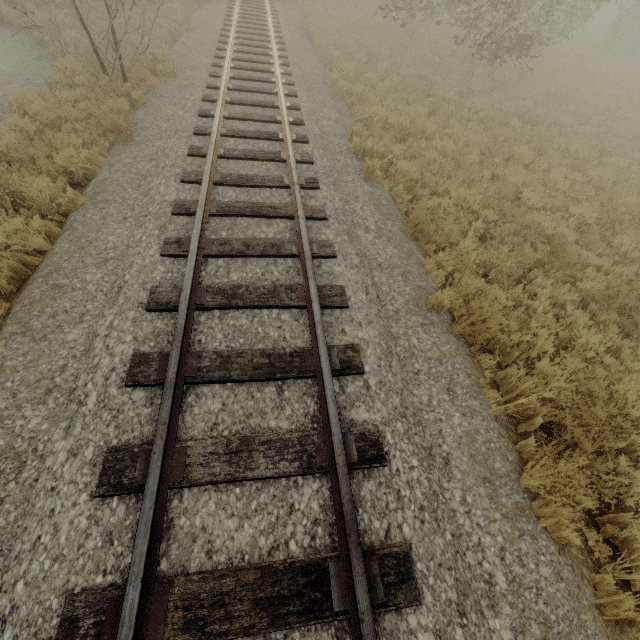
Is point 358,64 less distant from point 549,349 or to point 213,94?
point 213,94
